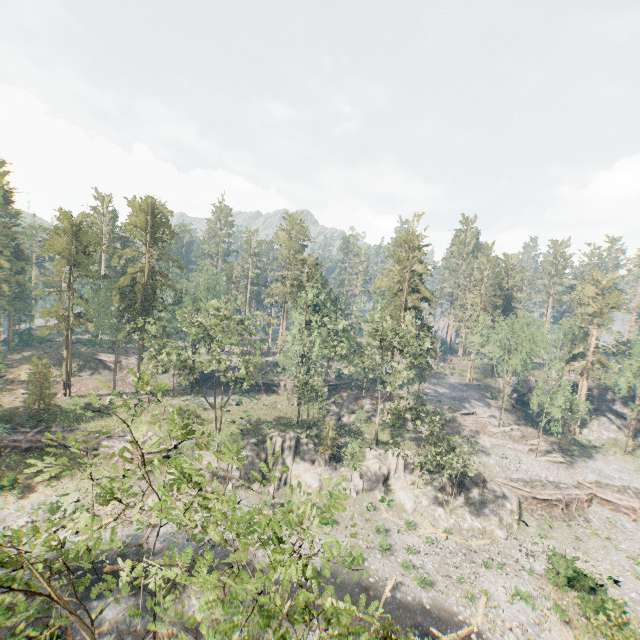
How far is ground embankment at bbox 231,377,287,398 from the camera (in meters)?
57.25

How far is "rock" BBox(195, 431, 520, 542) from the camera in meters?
35.3

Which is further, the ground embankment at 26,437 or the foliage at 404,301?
the ground embankment at 26,437

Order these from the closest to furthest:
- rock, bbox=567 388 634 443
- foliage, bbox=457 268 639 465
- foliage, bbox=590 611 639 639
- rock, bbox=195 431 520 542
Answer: foliage, bbox=590 611 639 639 < rock, bbox=195 431 520 542 < foliage, bbox=457 268 639 465 < rock, bbox=567 388 634 443

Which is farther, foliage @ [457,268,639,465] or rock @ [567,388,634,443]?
rock @ [567,388,634,443]

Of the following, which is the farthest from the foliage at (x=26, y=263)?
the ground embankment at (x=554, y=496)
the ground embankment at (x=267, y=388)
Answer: the ground embankment at (x=554, y=496)

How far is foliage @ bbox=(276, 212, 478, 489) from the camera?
35.8m

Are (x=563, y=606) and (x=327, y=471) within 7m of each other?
no
